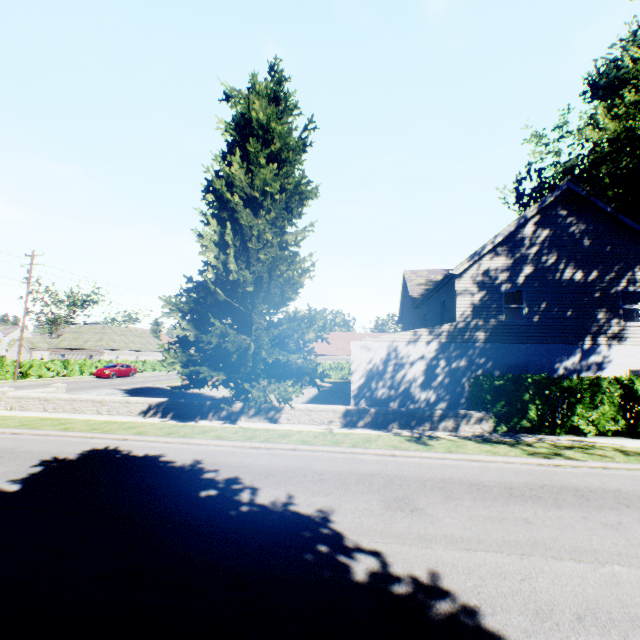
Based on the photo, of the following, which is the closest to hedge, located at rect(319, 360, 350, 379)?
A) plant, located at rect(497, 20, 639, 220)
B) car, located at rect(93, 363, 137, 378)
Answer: plant, located at rect(497, 20, 639, 220)

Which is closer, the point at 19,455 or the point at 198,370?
the point at 19,455

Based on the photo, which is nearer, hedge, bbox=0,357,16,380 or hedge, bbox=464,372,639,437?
hedge, bbox=464,372,639,437

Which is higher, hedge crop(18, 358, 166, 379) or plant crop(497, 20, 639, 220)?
plant crop(497, 20, 639, 220)

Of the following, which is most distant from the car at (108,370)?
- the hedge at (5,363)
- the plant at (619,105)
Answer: the plant at (619,105)

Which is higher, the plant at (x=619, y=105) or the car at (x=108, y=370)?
the plant at (x=619, y=105)
